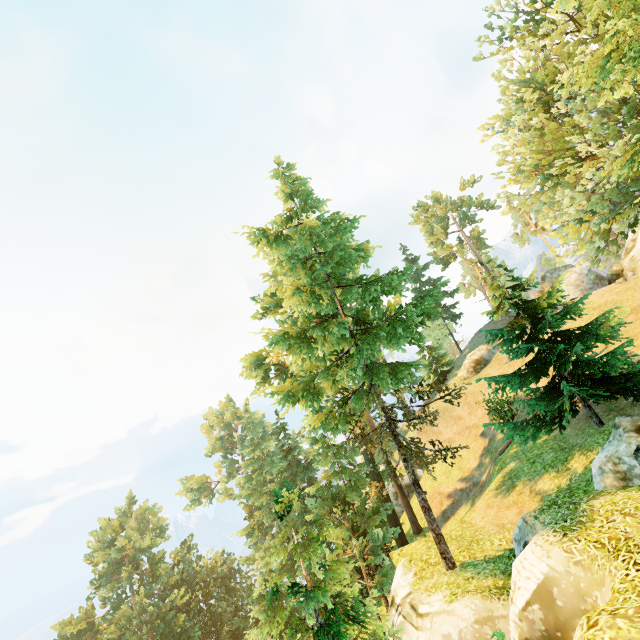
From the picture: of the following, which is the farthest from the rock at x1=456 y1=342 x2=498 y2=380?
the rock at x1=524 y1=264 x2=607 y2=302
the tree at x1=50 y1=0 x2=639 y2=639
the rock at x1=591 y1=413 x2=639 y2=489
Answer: the rock at x1=591 y1=413 x2=639 y2=489

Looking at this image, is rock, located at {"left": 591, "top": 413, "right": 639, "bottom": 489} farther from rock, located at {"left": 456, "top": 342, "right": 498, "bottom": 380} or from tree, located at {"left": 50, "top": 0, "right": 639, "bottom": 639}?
rock, located at {"left": 456, "top": 342, "right": 498, "bottom": 380}

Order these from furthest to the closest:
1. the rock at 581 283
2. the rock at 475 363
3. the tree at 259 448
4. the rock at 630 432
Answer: the rock at 475 363 < the rock at 581 283 < the tree at 259 448 < the rock at 630 432

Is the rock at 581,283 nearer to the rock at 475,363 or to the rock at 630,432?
the rock at 475,363

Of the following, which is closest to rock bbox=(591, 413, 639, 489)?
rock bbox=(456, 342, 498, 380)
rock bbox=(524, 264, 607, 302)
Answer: rock bbox=(456, 342, 498, 380)

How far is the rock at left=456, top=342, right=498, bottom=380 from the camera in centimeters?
3556cm

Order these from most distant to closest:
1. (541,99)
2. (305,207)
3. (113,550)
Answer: (113,550), (541,99), (305,207)

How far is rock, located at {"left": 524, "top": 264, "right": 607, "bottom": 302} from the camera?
31.19m
